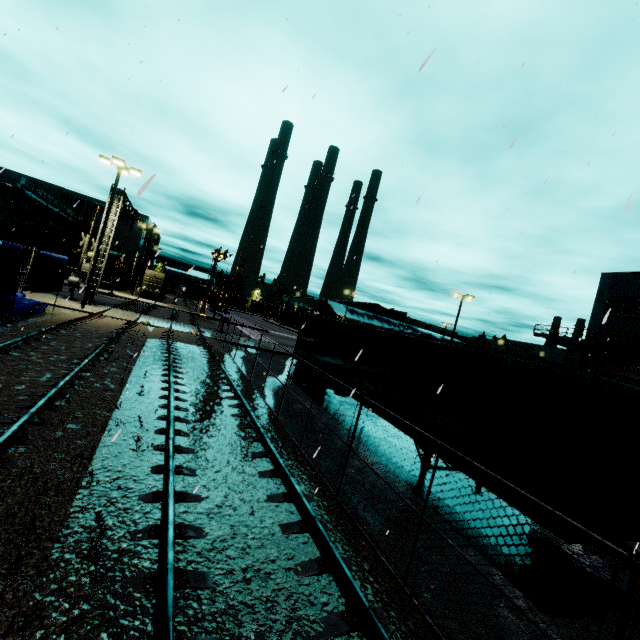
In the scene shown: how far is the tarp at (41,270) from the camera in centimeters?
1430cm

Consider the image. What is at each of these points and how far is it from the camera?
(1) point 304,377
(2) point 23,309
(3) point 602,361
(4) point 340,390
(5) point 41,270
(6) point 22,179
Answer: (1) semi trailer, 17.1m
(2) tarp, 15.1m
(3) building, 29.7m
(4) semi trailer, 17.2m
(5) tarp, 14.7m
(6) building, 37.3m

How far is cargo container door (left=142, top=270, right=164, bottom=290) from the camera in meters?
45.6

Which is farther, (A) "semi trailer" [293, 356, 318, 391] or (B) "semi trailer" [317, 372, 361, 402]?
(A) "semi trailer" [293, 356, 318, 391]

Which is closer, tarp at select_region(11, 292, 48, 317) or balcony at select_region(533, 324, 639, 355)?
tarp at select_region(11, 292, 48, 317)

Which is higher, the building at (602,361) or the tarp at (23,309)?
the building at (602,361)

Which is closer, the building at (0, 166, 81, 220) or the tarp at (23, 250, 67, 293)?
the tarp at (23, 250, 67, 293)
